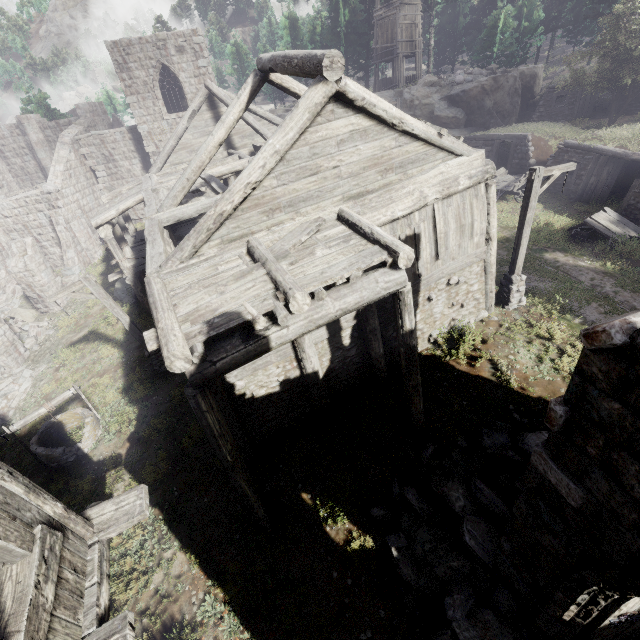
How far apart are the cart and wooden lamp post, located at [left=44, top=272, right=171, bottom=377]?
19.90m

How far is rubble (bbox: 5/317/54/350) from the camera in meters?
16.8

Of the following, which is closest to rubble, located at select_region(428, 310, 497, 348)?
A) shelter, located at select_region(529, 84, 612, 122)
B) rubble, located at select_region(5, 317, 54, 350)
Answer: rubble, located at select_region(5, 317, 54, 350)

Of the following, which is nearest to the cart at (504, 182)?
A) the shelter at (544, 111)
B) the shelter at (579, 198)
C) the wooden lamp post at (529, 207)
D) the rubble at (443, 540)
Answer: the shelter at (579, 198)

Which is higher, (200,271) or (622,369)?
(622,369)

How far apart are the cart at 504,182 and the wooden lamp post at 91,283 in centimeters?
1990cm

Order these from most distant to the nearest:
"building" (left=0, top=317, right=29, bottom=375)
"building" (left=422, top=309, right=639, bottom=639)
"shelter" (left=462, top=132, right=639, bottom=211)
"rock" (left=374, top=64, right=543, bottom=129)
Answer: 1. "rock" (left=374, top=64, right=543, bottom=129)
2. "shelter" (left=462, top=132, right=639, bottom=211)
3. "building" (left=0, top=317, right=29, bottom=375)
4. "building" (left=422, top=309, right=639, bottom=639)

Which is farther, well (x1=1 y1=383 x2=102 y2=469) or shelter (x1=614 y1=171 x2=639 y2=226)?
shelter (x1=614 y1=171 x2=639 y2=226)
